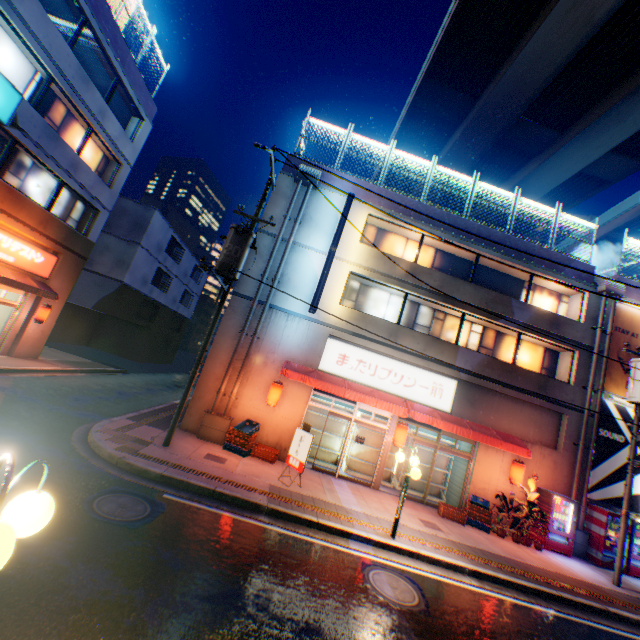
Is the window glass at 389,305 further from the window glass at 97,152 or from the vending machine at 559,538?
the window glass at 97,152

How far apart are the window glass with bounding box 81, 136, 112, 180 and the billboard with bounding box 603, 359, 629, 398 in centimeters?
2652cm

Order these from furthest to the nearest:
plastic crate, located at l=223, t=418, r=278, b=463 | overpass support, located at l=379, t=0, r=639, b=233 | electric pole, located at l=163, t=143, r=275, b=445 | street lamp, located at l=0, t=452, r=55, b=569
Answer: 1. overpass support, located at l=379, t=0, r=639, b=233
2. plastic crate, located at l=223, t=418, r=278, b=463
3. electric pole, located at l=163, t=143, r=275, b=445
4. street lamp, located at l=0, t=452, r=55, b=569

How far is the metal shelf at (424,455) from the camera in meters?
14.5 m

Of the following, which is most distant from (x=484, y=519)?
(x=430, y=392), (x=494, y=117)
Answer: (x=494, y=117)

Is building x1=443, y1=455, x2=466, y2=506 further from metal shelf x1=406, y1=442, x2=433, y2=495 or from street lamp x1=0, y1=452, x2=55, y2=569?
street lamp x1=0, y1=452, x2=55, y2=569

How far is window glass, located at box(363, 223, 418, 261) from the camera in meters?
15.6

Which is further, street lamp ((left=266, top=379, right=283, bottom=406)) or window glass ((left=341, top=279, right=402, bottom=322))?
window glass ((left=341, top=279, right=402, bottom=322))
